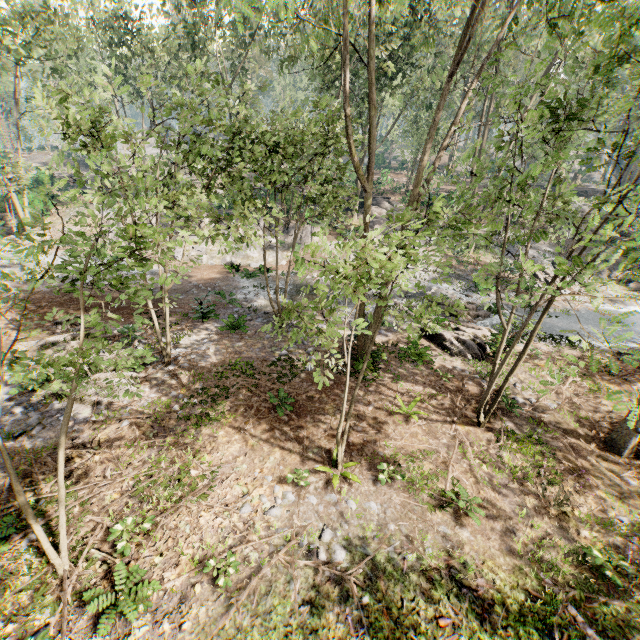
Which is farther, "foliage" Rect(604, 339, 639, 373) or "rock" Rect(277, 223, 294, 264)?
"rock" Rect(277, 223, 294, 264)

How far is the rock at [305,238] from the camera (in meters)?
27.08

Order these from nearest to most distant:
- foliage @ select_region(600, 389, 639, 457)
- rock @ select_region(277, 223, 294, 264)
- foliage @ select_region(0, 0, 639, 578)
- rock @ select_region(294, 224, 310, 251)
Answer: foliage @ select_region(0, 0, 639, 578)
foliage @ select_region(600, 389, 639, 457)
rock @ select_region(277, 223, 294, 264)
rock @ select_region(294, 224, 310, 251)

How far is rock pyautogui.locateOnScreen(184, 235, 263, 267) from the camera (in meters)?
25.38

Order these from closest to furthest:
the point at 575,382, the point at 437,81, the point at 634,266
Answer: the point at 634,266 < the point at 575,382 < the point at 437,81
